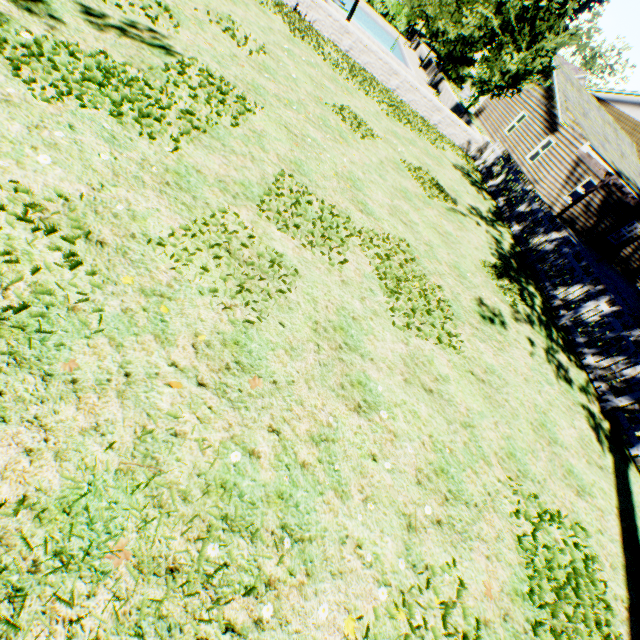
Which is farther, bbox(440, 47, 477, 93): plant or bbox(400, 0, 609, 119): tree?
bbox(440, 47, 477, 93): plant

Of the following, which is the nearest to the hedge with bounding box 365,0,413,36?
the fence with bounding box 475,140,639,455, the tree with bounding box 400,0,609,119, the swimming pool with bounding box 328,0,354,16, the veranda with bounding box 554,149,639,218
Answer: the tree with bounding box 400,0,609,119

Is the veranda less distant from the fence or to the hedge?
the fence

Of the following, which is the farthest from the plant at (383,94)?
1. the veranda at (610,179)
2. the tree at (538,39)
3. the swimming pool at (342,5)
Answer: the veranda at (610,179)

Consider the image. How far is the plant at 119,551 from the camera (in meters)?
1.80

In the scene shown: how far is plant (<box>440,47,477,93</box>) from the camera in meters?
35.2 m

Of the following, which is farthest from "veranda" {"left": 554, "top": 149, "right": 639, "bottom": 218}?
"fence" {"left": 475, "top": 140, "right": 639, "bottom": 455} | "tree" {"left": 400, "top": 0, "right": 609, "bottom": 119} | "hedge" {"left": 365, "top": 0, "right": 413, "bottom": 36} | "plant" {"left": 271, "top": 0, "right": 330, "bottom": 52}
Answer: "hedge" {"left": 365, "top": 0, "right": 413, "bottom": 36}

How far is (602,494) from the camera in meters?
5.1
